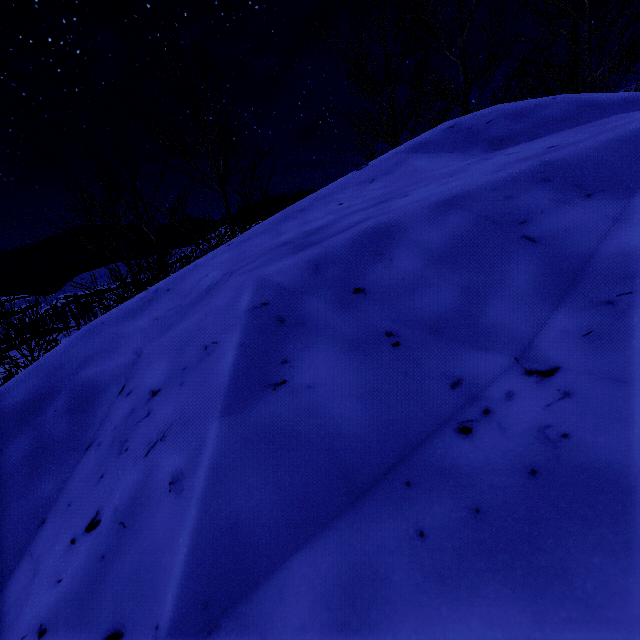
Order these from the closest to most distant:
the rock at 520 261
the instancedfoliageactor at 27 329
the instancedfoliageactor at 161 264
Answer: the rock at 520 261 < the instancedfoliageactor at 161 264 < the instancedfoliageactor at 27 329

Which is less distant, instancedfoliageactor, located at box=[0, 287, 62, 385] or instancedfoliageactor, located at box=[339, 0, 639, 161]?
instancedfoliageactor, located at box=[339, 0, 639, 161]

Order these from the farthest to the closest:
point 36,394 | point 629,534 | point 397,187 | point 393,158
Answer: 1. point 393,158
2. point 397,187
3. point 36,394
4. point 629,534

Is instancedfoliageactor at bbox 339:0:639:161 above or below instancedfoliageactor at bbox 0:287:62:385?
above

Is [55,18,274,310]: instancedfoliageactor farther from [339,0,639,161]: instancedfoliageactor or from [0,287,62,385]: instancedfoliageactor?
[339,0,639,161]: instancedfoliageactor

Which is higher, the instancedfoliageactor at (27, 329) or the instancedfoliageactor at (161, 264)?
the instancedfoliageactor at (161, 264)

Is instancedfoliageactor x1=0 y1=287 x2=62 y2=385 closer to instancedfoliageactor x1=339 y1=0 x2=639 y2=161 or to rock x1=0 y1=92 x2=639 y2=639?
rock x1=0 y1=92 x2=639 y2=639

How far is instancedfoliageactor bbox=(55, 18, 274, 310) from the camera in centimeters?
479cm
